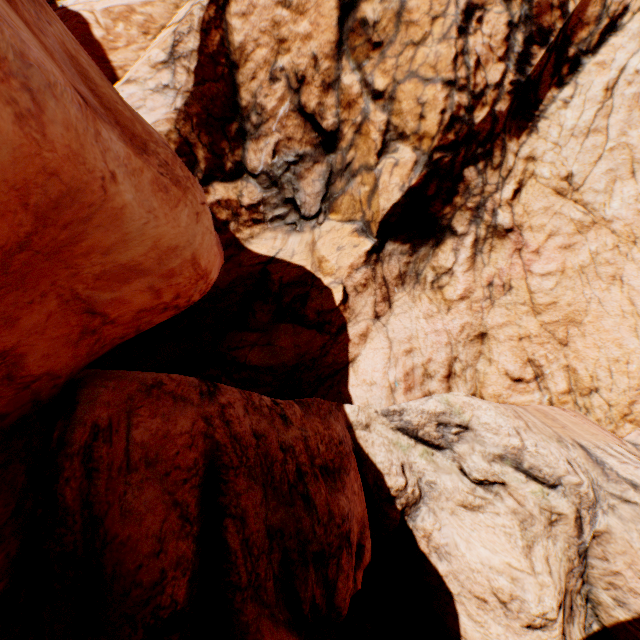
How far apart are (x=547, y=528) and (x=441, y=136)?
12.5m
